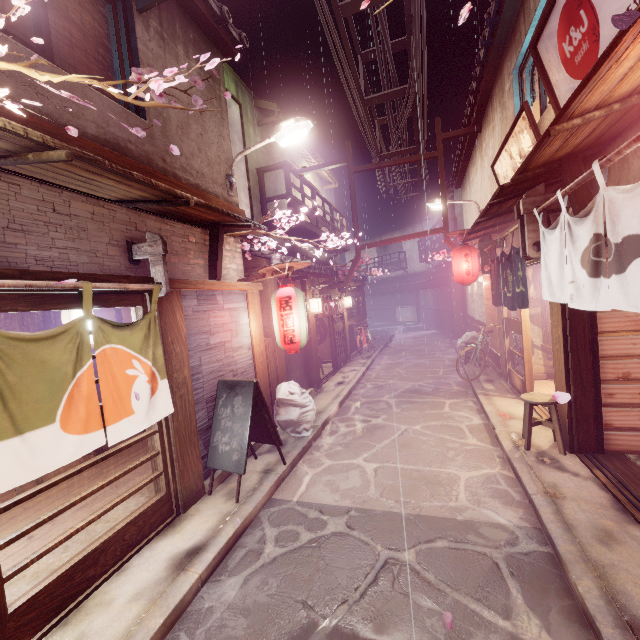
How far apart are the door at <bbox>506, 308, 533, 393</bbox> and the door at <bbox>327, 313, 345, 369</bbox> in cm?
987

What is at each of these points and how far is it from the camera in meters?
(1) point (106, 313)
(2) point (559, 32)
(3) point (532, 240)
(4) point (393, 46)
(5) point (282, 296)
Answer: (1) blind, 11.0
(2) sign, 6.6
(3) wood base, 8.2
(4) z, 14.3
(5) lantern, 9.9

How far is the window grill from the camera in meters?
25.0 m

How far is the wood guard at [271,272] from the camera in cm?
962

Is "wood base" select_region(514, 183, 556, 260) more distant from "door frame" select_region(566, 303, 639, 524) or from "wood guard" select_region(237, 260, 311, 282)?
"wood guard" select_region(237, 260, 311, 282)

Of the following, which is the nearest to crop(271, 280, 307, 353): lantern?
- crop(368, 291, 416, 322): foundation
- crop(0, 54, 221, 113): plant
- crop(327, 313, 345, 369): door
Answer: crop(368, 291, 416, 322): foundation

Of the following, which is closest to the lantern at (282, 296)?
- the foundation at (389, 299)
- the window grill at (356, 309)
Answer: the foundation at (389, 299)

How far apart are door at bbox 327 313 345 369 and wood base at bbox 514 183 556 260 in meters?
13.3 m
